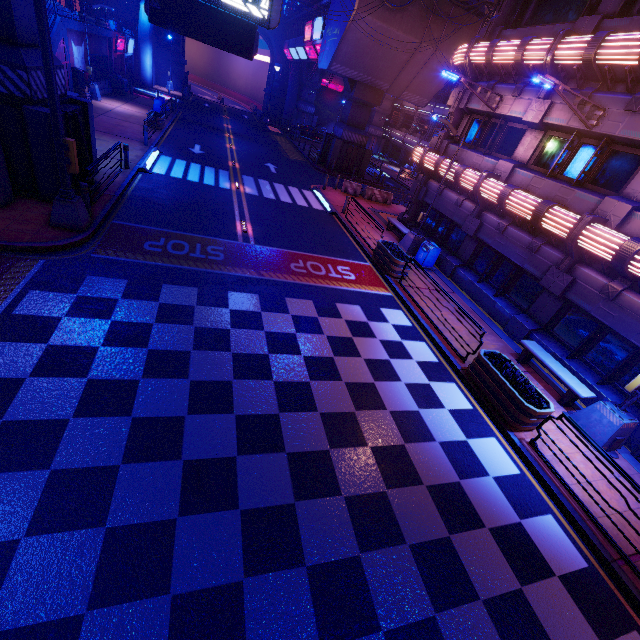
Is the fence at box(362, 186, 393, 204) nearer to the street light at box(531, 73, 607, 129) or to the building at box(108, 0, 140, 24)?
the street light at box(531, 73, 607, 129)

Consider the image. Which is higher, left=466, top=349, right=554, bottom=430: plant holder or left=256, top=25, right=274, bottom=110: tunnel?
left=256, top=25, right=274, bottom=110: tunnel

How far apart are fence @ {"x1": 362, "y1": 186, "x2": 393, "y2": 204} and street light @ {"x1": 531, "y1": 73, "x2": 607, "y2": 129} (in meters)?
15.61

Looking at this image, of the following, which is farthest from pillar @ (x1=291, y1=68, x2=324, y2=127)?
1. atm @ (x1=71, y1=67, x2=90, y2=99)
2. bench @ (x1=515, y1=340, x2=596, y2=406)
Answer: bench @ (x1=515, y1=340, x2=596, y2=406)

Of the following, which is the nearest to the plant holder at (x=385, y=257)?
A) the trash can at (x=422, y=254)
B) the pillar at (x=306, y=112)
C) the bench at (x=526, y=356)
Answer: the trash can at (x=422, y=254)

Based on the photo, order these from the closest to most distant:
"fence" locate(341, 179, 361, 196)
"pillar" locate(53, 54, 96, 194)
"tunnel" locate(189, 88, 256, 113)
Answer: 1. "pillar" locate(53, 54, 96, 194)
2. "fence" locate(341, 179, 361, 196)
3. "tunnel" locate(189, 88, 256, 113)

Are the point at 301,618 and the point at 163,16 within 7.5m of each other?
no

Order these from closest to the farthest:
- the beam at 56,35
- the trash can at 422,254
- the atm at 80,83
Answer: the trash can at 422,254, the beam at 56,35, the atm at 80,83
